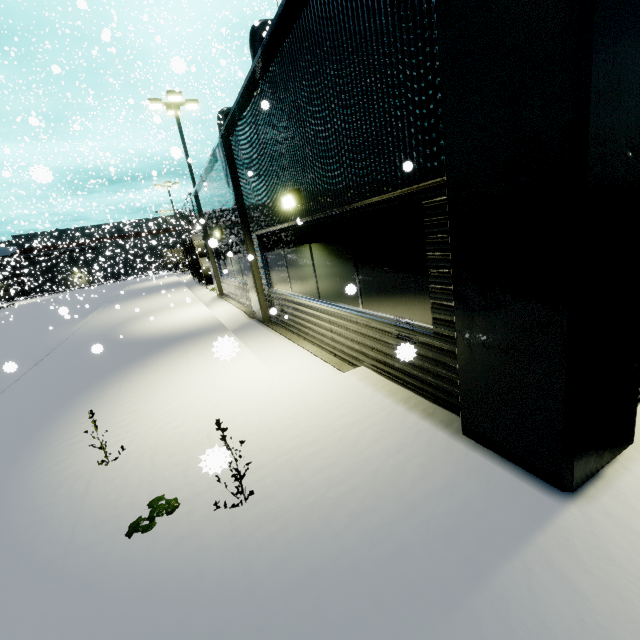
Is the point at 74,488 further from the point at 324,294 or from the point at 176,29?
the point at 176,29

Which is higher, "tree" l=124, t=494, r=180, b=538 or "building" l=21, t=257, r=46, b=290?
"building" l=21, t=257, r=46, b=290

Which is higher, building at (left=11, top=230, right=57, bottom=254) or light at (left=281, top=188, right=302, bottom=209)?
building at (left=11, top=230, right=57, bottom=254)

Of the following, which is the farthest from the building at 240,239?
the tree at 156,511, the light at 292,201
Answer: the tree at 156,511

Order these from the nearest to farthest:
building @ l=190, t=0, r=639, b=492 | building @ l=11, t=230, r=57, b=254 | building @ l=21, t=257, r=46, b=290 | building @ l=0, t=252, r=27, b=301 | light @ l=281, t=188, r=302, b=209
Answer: building @ l=190, t=0, r=639, b=492, light @ l=281, t=188, r=302, b=209, building @ l=0, t=252, r=27, b=301, building @ l=11, t=230, r=57, b=254, building @ l=21, t=257, r=46, b=290

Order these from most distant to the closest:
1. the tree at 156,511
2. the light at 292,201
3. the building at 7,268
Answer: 1. the building at 7,268
2. the light at 292,201
3. the tree at 156,511

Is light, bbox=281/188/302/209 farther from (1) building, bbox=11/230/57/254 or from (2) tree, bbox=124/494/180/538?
(2) tree, bbox=124/494/180/538

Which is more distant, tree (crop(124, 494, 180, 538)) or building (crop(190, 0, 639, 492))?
tree (crop(124, 494, 180, 538))
